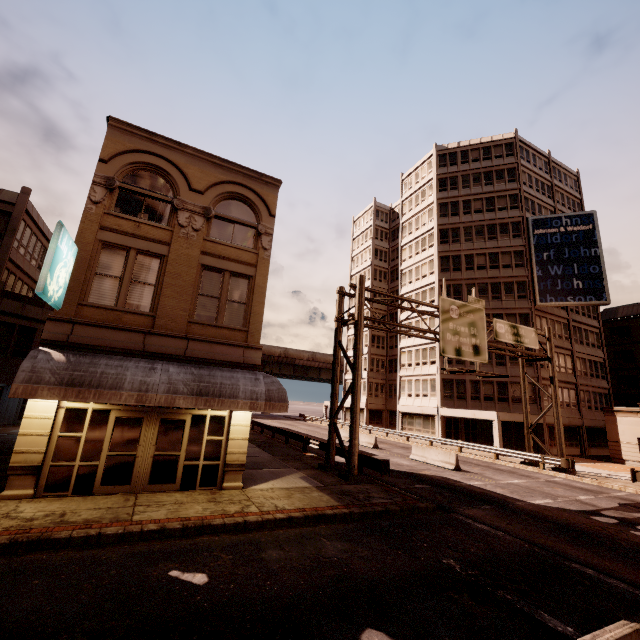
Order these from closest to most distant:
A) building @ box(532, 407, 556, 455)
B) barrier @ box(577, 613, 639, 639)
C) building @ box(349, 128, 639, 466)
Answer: barrier @ box(577, 613, 639, 639), building @ box(532, 407, 556, 455), building @ box(349, 128, 639, 466)

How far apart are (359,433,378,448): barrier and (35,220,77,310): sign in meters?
24.3

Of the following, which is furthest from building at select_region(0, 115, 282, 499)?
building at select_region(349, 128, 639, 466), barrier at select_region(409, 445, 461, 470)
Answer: A: building at select_region(349, 128, 639, 466)

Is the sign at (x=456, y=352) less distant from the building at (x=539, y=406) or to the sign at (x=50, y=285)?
the building at (x=539, y=406)

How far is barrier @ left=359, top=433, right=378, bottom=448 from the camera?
27.8 meters

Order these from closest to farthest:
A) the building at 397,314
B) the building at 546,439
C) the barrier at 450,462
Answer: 1. the barrier at 450,462
2. the building at 546,439
3. the building at 397,314

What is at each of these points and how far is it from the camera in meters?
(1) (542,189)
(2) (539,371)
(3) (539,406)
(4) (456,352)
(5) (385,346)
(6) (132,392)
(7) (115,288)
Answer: (1) building, 41.2
(2) building, 33.2
(3) building, 32.4
(4) sign, 19.6
(5) building, 51.5
(6) awning, 9.7
(7) building, 11.5

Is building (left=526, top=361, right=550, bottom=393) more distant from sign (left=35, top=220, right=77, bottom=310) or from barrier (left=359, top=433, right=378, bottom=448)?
sign (left=35, top=220, right=77, bottom=310)
